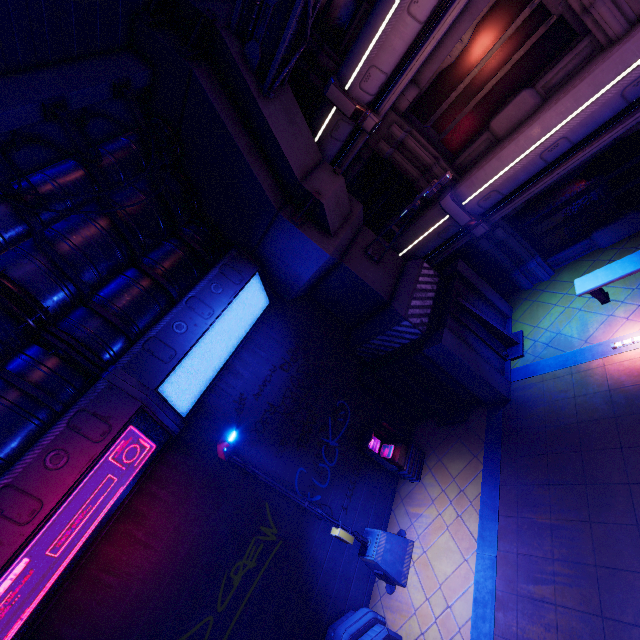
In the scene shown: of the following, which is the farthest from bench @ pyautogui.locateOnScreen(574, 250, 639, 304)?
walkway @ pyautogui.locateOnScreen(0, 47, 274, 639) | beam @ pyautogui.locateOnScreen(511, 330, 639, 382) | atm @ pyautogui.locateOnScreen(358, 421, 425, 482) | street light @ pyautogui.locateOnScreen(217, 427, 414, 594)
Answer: walkway @ pyautogui.locateOnScreen(0, 47, 274, 639)

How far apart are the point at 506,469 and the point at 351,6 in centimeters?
1268cm

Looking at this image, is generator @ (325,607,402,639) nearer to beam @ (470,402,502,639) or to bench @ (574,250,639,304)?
beam @ (470,402,502,639)

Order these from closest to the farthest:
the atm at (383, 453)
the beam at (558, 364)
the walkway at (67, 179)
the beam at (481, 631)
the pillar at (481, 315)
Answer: the walkway at (67, 179) → the beam at (481, 631) → the pillar at (481, 315) → the beam at (558, 364) → the atm at (383, 453)

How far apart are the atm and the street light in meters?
1.3

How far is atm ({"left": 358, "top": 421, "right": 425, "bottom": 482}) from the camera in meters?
9.8

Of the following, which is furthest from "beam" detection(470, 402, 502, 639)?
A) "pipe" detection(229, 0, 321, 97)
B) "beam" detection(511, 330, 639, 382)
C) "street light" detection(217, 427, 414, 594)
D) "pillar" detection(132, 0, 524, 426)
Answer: "pipe" detection(229, 0, 321, 97)

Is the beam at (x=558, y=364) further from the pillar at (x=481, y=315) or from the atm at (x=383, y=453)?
the atm at (x=383, y=453)
